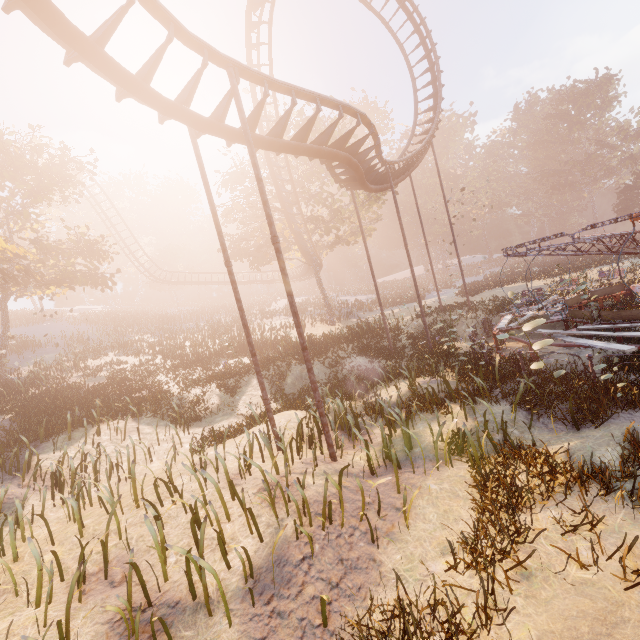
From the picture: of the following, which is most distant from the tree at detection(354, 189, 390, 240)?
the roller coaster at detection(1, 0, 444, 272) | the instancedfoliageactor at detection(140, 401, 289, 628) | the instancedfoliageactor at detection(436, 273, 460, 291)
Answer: the instancedfoliageactor at detection(140, 401, 289, 628)

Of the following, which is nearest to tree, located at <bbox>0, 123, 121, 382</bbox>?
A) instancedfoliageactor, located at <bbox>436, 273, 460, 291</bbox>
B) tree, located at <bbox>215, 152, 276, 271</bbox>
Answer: tree, located at <bbox>215, 152, 276, 271</bbox>

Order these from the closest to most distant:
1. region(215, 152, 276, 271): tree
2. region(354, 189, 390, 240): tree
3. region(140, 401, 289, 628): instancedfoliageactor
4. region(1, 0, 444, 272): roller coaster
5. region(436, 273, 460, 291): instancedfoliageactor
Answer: region(140, 401, 289, 628): instancedfoliageactor < region(1, 0, 444, 272): roller coaster < region(215, 152, 276, 271): tree < region(354, 189, 390, 240): tree < region(436, 273, 460, 291): instancedfoliageactor

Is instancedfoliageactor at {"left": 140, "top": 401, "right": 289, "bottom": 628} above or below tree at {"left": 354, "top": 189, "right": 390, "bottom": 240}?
below

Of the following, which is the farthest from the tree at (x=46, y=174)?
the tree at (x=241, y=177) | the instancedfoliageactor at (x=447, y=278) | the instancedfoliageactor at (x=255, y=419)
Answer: the instancedfoliageactor at (x=447, y=278)

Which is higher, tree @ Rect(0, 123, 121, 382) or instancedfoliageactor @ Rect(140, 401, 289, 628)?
tree @ Rect(0, 123, 121, 382)

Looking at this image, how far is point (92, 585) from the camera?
5.3 meters

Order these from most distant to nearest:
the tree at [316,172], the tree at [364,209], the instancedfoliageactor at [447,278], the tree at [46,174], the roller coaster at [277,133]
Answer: the instancedfoliageactor at [447,278], the tree at [364,209], the tree at [316,172], the tree at [46,174], the roller coaster at [277,133]
